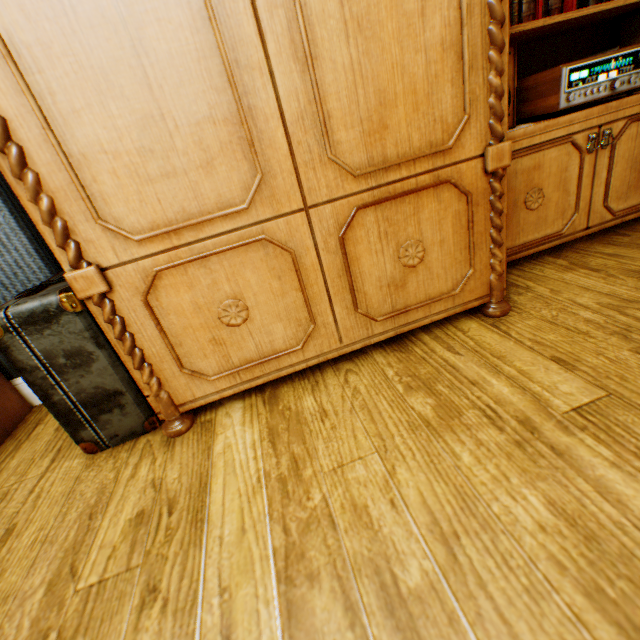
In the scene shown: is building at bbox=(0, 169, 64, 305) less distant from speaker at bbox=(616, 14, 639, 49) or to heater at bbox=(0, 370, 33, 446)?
heater at bbox=(0, 370, 33, 446)

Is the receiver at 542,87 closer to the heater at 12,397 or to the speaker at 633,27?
the speaker at 633,27

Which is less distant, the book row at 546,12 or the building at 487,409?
the building at 487,409

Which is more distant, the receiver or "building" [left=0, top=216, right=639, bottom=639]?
the receiver

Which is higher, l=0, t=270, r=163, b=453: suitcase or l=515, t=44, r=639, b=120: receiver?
l=515, t=44, r=639, b=120: receiver

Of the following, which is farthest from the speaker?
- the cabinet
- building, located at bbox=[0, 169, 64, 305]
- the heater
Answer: the heater

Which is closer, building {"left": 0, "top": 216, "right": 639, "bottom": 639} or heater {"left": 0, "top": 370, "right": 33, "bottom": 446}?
building {"left": 0, "top": 216, "right": 639, "bottom": 639}

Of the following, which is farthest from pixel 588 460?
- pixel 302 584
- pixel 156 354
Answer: pixel 156 354
